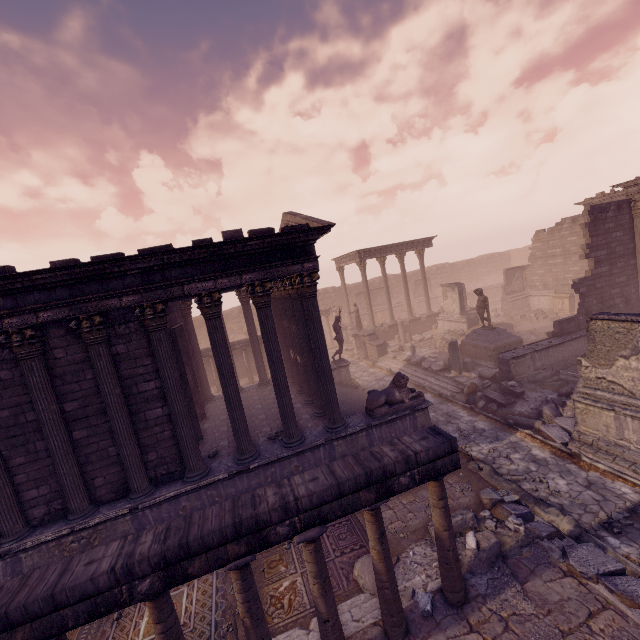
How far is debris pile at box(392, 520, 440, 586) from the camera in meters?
6.3 m

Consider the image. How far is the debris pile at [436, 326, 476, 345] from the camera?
21.9m

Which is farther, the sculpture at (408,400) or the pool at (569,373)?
the pool at (569,373)

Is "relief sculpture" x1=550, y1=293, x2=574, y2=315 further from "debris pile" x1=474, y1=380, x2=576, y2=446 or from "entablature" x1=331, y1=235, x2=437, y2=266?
"debris pile" x1=474, y1=380, x2=576, y2=446

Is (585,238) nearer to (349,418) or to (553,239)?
(553,239)

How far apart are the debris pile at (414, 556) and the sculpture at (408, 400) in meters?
3.1

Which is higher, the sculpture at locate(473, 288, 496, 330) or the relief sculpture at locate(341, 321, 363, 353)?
the sculpture at locate(473, 288, 496, 330)

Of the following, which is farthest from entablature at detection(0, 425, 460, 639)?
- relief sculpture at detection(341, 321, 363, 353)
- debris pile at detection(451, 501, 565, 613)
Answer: relief sculpture at detection(341, 321, 363, 353)
